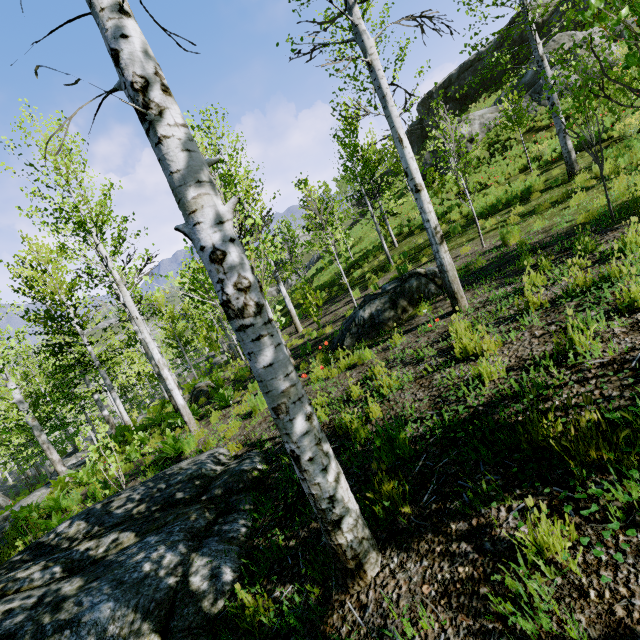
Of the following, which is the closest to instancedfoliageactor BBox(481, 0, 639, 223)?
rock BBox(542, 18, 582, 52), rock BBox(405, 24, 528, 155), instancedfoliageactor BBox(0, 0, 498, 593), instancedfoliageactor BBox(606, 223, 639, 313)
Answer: instancedfoliageactor BBox(0, 0, 498, 593)

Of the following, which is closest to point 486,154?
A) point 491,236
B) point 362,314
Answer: point 491,236

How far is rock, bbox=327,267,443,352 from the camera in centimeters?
727cm

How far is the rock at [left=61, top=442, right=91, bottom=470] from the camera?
15.0 meters

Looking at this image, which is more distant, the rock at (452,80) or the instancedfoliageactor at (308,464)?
the rock at (452,80)

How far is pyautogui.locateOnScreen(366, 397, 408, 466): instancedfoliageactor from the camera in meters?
2.8

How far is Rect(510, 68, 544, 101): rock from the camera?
20.2 meters

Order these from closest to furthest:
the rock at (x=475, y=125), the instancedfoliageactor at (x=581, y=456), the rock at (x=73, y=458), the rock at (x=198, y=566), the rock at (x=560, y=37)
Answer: the instancedfoliageactor at (x=581, y=456) < the rock at (x=198, y=566) < the rock at (x=73, y=458) < the rock at (x=560, y=37) < the rock at (x=475, y=125)
